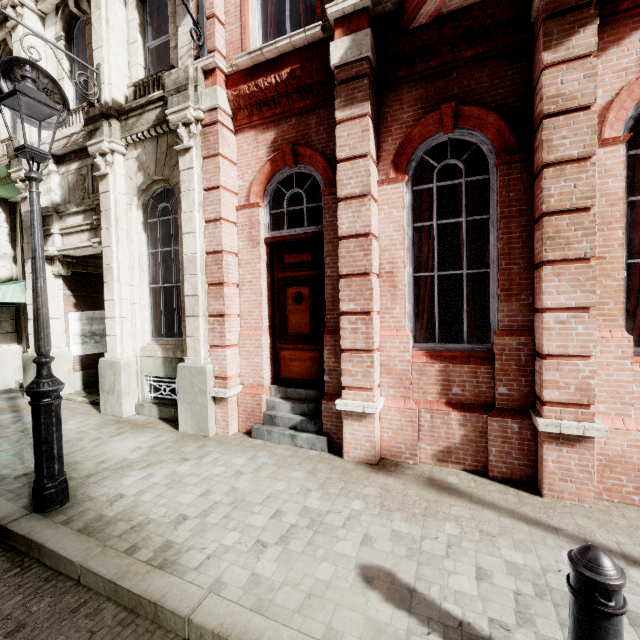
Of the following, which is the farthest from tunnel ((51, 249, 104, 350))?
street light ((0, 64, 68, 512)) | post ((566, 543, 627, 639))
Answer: post ((566, 543, 627, 639))

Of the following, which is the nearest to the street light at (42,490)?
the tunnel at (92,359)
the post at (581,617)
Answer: the tunnel at (92,359)

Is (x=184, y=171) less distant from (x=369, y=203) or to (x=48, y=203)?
(x=369, y=203)

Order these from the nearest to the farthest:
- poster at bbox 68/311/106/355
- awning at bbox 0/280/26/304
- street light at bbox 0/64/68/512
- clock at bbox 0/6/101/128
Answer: street light at bbox 0/64/68/512, clock at bbox 0/6/101/128, awning at bbox 0/280/26/304, poster at bbox 68/311/106/355

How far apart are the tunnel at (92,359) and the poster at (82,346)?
0.01m

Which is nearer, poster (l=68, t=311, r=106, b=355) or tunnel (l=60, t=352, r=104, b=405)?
tunnel (l=60, t=352, r=104, b=405)

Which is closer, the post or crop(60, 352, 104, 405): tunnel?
the post

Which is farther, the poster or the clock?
the poster
